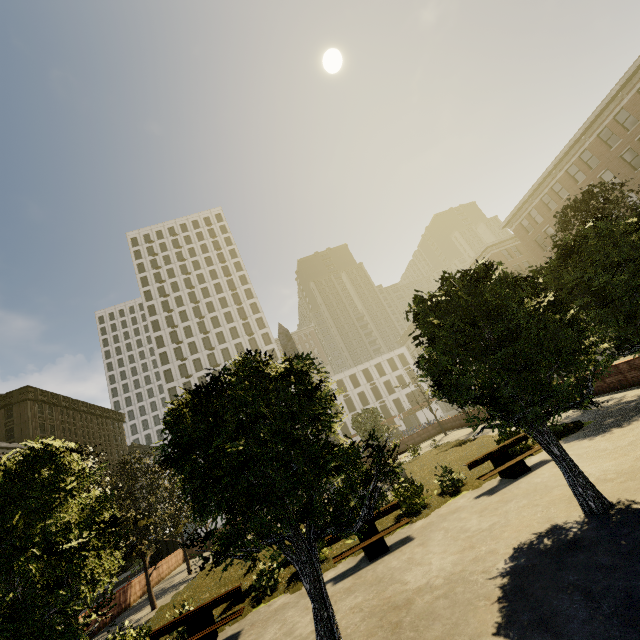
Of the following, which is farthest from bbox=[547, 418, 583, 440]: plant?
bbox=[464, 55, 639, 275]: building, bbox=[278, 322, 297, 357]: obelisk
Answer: bbox=[464, 55, 639, 275]: building

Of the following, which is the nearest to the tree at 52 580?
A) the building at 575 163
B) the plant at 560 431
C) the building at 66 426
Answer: the plant at 560 431

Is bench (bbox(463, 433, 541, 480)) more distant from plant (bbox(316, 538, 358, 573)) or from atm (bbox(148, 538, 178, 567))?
atm (bbox(148, 538, 178, 567))

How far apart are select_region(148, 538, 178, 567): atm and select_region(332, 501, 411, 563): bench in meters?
25.0

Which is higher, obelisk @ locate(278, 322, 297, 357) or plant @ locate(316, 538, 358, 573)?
obelisk @ locate(278, 322, 297, 357)

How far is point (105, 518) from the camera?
6.7 meters

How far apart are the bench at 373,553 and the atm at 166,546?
25.01m

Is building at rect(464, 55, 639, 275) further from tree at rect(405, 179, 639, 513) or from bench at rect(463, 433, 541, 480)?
bench at rect(463, 433, 541, 480)
